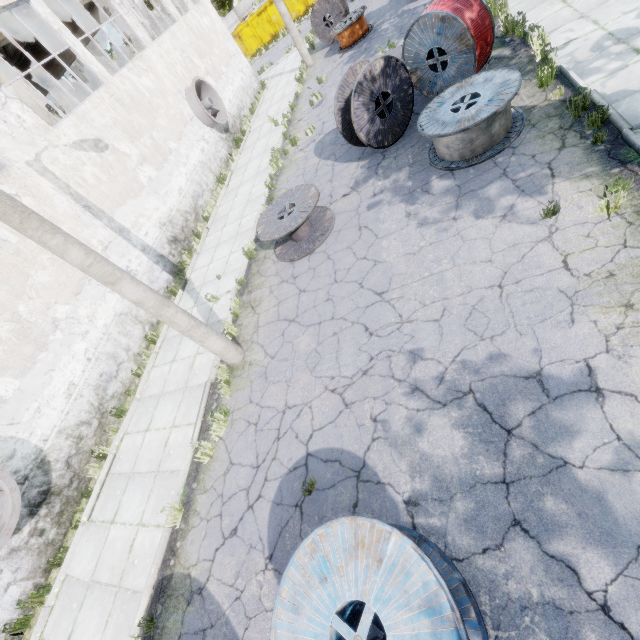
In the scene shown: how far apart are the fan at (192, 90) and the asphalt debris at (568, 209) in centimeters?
1604cm

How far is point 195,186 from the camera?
14.5m

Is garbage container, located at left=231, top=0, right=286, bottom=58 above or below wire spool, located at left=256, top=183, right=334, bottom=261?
above

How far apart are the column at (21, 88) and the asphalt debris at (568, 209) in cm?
1648

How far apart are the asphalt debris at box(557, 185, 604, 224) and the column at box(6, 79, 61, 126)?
16.5 meters

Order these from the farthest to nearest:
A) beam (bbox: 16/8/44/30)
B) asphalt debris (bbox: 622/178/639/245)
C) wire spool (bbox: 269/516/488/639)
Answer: beam (bbox: 16/8/44/30) < asphalt debris (bbox: 622/178/639/245) < wire spool (bbox: 269/516/488/639)

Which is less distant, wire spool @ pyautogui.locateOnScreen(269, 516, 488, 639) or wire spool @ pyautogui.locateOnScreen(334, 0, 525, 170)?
wire spool @ pyautogui.locateOnScreen(269, 516, 488, 639)

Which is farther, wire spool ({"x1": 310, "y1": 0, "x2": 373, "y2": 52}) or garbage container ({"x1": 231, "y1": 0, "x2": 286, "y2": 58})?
garbage container ({"x1": 231, "y1": 0, "x2": 286, "y2": 58})
